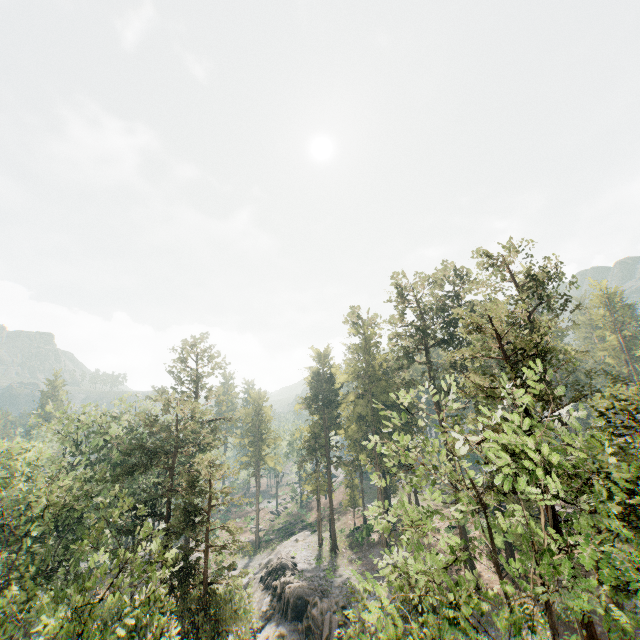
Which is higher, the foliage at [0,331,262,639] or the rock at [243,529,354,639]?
the foliage at [0,331,262,639]

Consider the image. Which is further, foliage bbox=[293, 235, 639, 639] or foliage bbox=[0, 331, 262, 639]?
foliage bbox=[0, 331, 262, 639]

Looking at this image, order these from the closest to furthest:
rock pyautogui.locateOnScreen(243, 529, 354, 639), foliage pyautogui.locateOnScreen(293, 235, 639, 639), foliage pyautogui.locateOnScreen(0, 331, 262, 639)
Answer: foliage pyautogui.locateOnScreen(293, 235, 639, 639) → foliage pyautogui.locateOnScreen(0, 331, 262, 639) → rock pyautogui.locateOnScreen(243, 529, 354, 639)

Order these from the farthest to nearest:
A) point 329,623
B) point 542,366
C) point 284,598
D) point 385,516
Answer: point 284,598, point 329,623, point 385,516, point 542,366

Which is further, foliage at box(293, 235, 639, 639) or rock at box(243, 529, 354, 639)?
rock at box(243, 529, 354, 639)

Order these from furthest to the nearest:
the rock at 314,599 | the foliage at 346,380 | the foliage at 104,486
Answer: the rock at 314,599 → the foliage at 104,486 → the foliage at 346,380

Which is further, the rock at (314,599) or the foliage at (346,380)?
the rock at (314,599)
